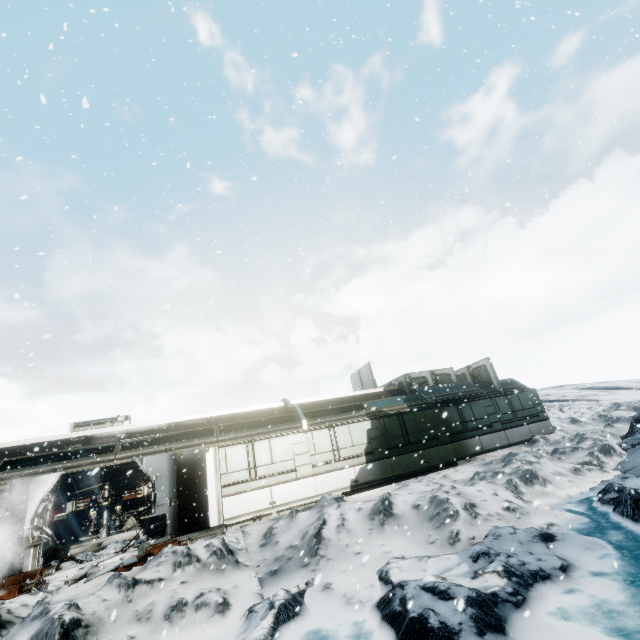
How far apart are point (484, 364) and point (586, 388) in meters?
38.2 m

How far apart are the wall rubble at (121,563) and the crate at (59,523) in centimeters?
1084cm

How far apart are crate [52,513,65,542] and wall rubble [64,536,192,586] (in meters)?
10.84

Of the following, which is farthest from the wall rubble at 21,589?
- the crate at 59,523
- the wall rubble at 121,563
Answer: the crate at 59,523

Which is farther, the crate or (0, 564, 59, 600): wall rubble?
the crate

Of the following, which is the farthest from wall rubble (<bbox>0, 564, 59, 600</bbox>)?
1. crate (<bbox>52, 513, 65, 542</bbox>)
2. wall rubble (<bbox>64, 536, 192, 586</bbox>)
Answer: crate (<bbox>52, 513, 65, 542</bbox>)
